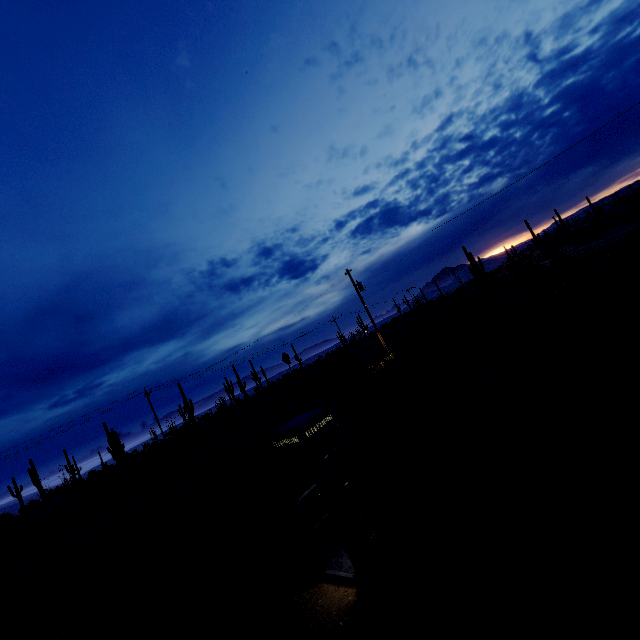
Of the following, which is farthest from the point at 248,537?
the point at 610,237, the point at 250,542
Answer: the point at 610,237

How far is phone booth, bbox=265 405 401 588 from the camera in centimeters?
538cm

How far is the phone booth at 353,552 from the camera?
5.4 meters
